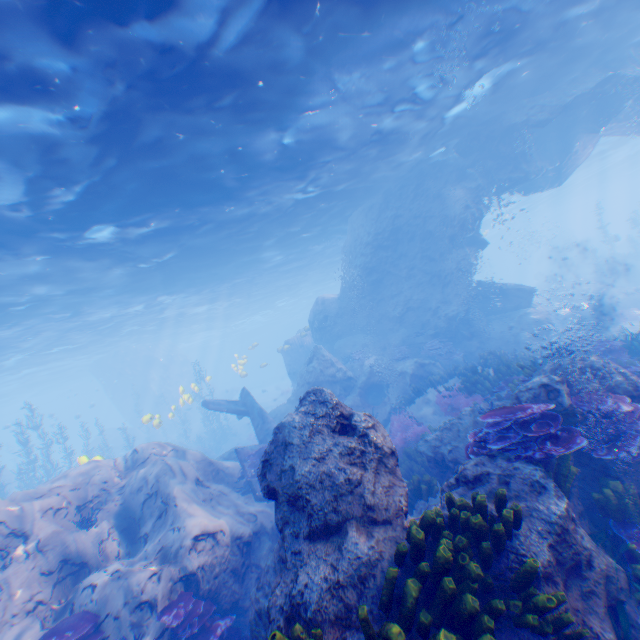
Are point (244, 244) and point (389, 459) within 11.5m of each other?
no

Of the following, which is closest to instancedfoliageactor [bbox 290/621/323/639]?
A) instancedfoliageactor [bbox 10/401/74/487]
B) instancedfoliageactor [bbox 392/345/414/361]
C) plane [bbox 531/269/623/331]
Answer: instancedfoliageactor [bbox 392/345/414/361]

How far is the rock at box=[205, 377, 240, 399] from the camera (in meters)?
46.35

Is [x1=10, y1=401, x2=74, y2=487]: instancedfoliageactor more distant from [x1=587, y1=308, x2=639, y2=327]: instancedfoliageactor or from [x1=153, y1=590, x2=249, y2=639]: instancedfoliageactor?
[x1=587, y1=308, x2=639, y2=327]: instancedfoliageactor

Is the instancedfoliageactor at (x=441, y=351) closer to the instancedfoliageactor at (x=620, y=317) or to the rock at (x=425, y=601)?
the rock at (x=425, y=601)

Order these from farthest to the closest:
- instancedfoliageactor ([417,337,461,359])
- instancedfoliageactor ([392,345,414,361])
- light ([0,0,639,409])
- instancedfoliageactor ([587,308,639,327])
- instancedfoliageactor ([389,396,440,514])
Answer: instancedfoliageactor ([587,308,639,327]) < instancedfoliageactor ([392,345,414,361]) < instancedfoliageactor ([417,337,461,359]) < instancedfoliageactor ([389,396,440,514]) < light ([0,0,639,409])

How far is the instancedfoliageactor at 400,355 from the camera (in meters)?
18.87

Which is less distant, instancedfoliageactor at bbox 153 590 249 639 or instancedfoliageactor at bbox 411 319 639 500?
instancedfoliageactor at bbox 411 319 639 500
